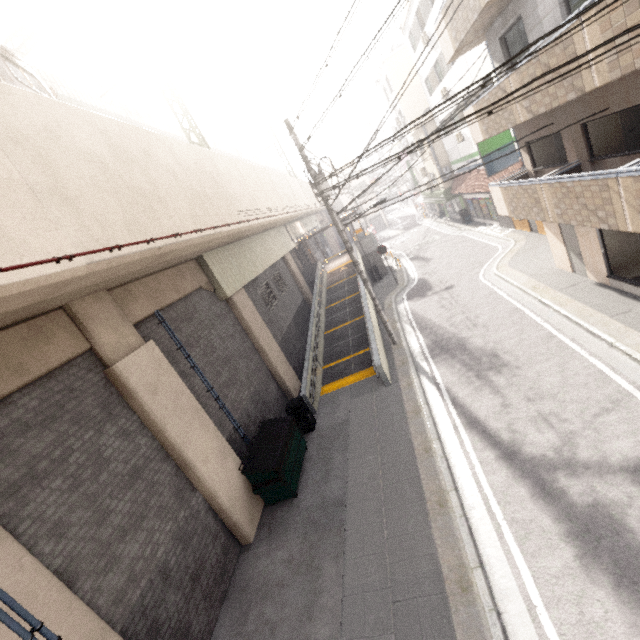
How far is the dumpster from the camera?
8.33m

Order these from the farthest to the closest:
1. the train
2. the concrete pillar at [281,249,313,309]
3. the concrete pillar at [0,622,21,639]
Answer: the concrete pillar at [281,249,313,309] < the train < the concrete pillar at [0,622,21,639]

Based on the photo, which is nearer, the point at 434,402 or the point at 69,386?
the point at 69,386

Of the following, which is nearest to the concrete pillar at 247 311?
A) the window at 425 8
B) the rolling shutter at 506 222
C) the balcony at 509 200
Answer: the balcony at 509 200

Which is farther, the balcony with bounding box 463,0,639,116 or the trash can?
the trash can

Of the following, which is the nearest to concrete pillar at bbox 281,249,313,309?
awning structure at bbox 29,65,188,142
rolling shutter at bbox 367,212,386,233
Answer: awning structure at bbox 29,65,188,142

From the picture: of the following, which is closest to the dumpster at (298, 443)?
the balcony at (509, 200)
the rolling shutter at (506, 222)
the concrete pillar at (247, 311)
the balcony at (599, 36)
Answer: the concrete pillar at (247, 311)

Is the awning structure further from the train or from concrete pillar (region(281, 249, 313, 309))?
concrete pillar (region(281, 249, 313, 309))
